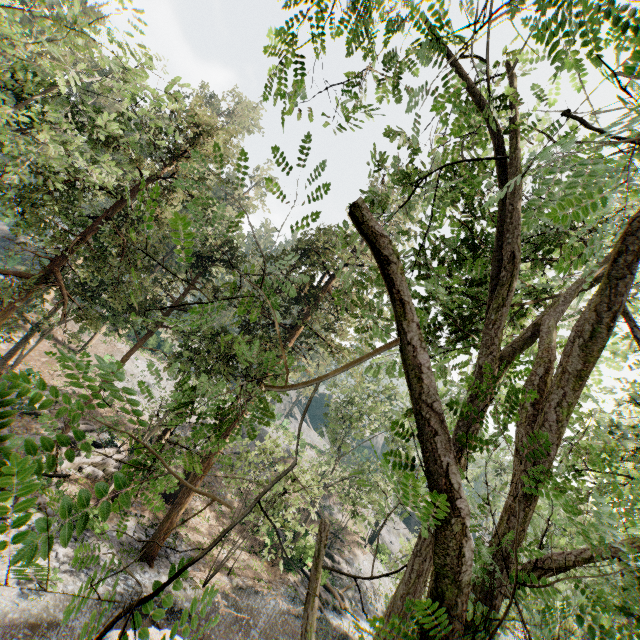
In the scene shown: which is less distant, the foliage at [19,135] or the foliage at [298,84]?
the foliage at [19,135]

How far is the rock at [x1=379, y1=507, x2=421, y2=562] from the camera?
41.7 meters

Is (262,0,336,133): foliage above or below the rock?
above

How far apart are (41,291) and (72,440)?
12.08m

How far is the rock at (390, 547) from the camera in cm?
4166

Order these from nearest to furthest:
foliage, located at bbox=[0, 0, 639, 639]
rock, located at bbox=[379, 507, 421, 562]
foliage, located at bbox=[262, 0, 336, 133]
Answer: foliage, located at bbox=[0, 0, 639, 639]
foliage, located at bbox=[262, 0, 336, 133]
rock, located at bbox=[379, 507, 421, 562]

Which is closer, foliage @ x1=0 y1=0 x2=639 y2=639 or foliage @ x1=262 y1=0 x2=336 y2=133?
foliage @ x1=0 y1=0 x2=639 y2=639
